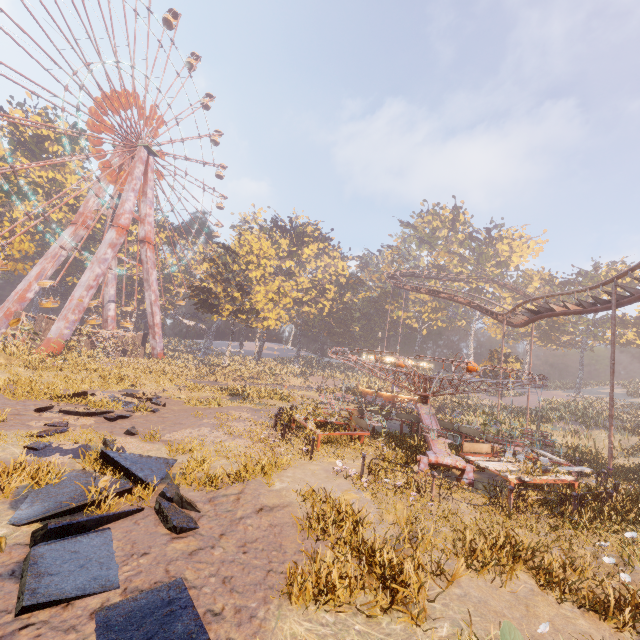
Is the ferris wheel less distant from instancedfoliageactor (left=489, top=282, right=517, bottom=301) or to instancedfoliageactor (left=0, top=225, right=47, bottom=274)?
instancedfoliageactor (left=0, top=225, right=47, bottom=274)

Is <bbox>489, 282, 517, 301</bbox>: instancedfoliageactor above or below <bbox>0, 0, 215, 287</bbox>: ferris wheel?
below

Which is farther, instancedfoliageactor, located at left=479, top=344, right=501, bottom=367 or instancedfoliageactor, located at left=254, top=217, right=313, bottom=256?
instancedfoliageactor, located at left=254, top=217, right=313, bottom=256

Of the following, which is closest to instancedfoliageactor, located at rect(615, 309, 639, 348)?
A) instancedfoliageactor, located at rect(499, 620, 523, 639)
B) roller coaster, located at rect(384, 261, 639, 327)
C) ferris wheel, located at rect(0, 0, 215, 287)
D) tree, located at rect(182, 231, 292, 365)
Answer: roller coaster, located at rect(384, 261, 639, 327)

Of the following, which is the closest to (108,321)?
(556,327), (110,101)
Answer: (110,101)

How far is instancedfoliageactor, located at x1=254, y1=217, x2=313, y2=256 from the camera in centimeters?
5672cm

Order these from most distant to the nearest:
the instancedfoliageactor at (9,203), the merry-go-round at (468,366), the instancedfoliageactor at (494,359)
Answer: the instancedfoliageactor at (494,359)
the instancedfoliageactor at (9,203)
the merry-go-round at (468,366)

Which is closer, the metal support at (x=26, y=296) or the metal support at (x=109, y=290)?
the metal support at (x=26, y=296)
